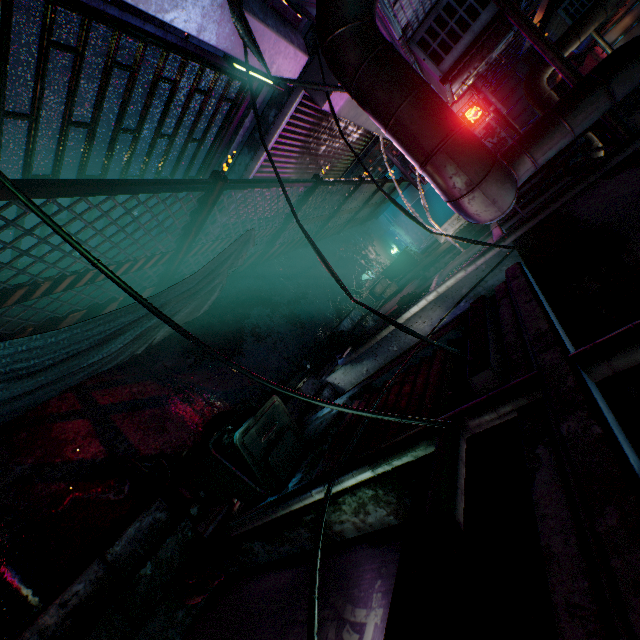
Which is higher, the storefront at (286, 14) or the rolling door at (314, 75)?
the storefront at (286, 14)

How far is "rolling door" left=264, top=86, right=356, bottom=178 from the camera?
3.8 meters

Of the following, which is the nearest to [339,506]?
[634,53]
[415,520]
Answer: [415,520]

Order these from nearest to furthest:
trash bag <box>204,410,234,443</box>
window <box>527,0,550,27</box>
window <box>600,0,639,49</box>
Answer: trash bag <box>204,410,234,443</box>
window <box>527,0,550,27</box>
window <box>600,0,639,49</box>

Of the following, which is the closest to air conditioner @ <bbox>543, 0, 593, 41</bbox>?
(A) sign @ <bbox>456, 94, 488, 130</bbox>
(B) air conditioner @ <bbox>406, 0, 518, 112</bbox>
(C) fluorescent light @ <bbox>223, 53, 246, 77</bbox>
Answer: (A) sign @ <bbox>456, 94, 488, 130</bbox>

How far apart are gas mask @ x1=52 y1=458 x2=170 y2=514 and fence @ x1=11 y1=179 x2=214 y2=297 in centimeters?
113cm

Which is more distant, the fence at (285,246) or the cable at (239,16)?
the fence at (285,246)

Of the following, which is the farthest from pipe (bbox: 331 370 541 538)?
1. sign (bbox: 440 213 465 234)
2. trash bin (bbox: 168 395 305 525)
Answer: sign (bbox: 440 213 465 234)
